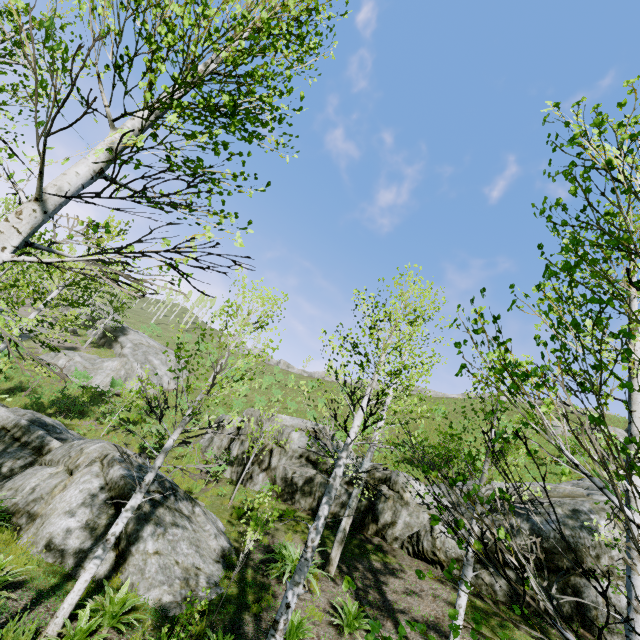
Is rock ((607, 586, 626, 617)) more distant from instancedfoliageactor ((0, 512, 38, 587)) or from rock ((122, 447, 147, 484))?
instancedfoliageactor ((0, 512, 38, 587))

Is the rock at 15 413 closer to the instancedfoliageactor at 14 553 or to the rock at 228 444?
the instancedfoliageactor at 14 553

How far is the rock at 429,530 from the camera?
11.0m

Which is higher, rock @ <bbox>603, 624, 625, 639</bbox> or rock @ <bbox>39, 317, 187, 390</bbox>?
rock @ <bbox>39, 317, 187, 390</bbox>

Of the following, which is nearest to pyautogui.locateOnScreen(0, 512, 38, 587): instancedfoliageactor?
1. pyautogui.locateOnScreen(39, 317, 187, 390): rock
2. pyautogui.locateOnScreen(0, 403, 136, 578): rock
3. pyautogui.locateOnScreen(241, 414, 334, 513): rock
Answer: pyautogui.locateOnScreen(0, 403, 136, 578): rock

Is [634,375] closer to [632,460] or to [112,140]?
[632,460]

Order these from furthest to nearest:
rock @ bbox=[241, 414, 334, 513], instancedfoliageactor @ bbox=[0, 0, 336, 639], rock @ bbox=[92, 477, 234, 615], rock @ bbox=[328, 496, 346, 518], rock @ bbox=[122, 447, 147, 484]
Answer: rock @ bbox=[241, 414, 334, 513] → rock @ bbox=[328, 496, 346, 518] → rock @ bbox=[122, 447, 147, 484] → rock @ bbox=[92, 477, 234, 615] → instancedfoliageactor @ bbox=[0, 0, 336, 639]

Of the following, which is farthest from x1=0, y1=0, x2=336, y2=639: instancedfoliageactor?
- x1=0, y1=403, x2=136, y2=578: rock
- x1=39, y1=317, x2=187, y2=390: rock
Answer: x1=39, y1=317, x2=187, y2=390: rock
